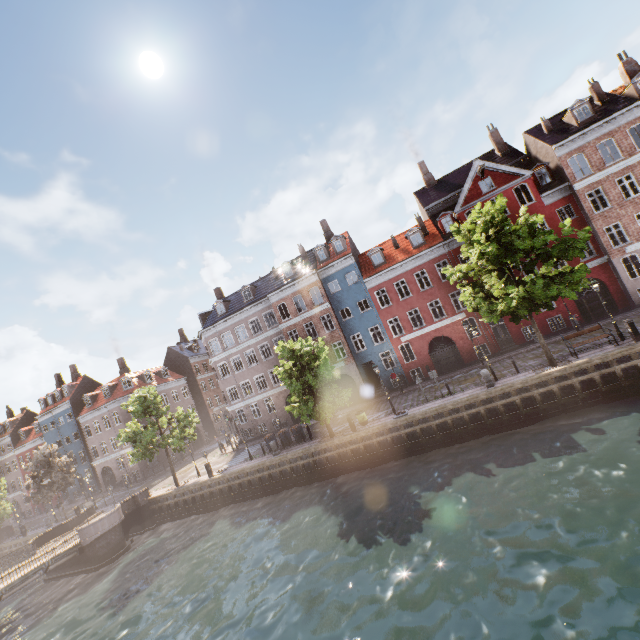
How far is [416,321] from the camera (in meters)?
29.91

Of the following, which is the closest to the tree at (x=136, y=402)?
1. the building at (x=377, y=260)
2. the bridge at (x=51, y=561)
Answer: the bridge at (x=51, y=561)

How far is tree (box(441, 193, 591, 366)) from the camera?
16.3m

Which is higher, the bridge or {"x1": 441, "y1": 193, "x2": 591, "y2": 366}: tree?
{"x1": 441, "y1": 193, "x2": 591, "y2": 366}: tree

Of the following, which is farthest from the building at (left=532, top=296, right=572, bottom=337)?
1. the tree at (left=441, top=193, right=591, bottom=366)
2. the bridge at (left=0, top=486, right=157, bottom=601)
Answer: the bridge at (left=0, top=486, right=157, bottom=601)

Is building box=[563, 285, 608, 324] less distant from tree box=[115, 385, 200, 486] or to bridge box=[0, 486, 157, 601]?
tree box=[115, 385, 200, 486]

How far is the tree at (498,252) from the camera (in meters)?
16.33
